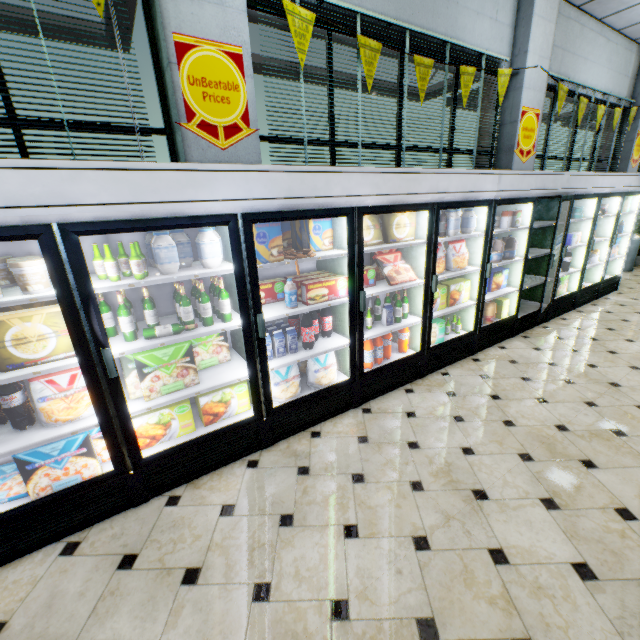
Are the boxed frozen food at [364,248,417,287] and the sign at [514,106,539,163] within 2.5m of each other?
no

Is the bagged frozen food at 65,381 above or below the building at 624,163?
below

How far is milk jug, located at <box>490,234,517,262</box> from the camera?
4.2m

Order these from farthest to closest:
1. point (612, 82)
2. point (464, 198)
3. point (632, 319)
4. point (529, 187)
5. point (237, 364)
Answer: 1. point (612, 82)
2. point (632, 319)
3. point (529, 187)
4. point (464, 198)
5. point (237, 364)

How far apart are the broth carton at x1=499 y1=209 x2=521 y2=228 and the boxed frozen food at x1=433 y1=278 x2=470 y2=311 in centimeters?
91cm

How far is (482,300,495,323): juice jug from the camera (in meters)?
4.55

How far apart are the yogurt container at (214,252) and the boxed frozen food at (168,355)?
0.6m

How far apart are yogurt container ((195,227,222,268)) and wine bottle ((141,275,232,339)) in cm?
11
